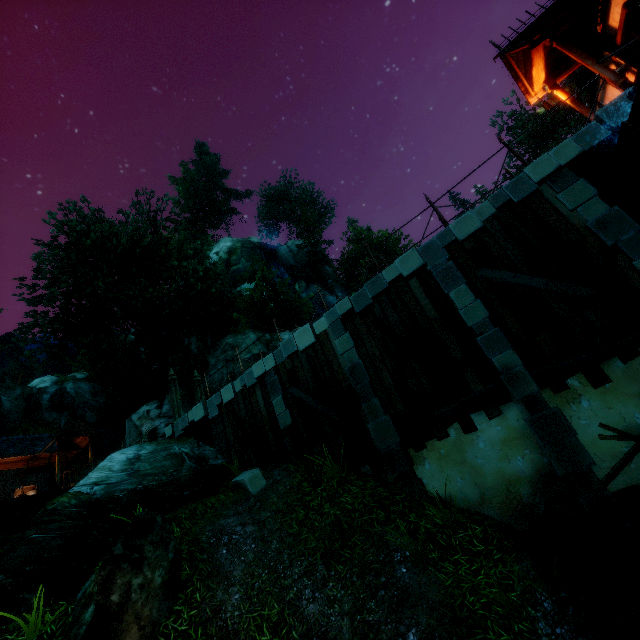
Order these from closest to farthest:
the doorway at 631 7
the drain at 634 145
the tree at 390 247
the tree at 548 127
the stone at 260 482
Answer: the drain at 634 145 → the doorway at 631 7 → the stone at 260 482 → the tree at 548 127 → the tree at 390 247

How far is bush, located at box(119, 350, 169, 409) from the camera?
21.6 meters

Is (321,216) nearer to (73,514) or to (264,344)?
(264,344)

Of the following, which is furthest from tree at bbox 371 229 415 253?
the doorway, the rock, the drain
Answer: the doorway

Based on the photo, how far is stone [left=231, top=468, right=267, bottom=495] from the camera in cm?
904

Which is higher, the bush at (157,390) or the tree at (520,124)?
the tree at (520,124)

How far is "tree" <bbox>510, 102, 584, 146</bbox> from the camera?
27.38m

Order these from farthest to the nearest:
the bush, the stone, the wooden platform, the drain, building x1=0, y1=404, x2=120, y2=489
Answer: the bush, building x1=0, y1=404, x2=120, y2=489, the wooden platform, the stone, the drain
